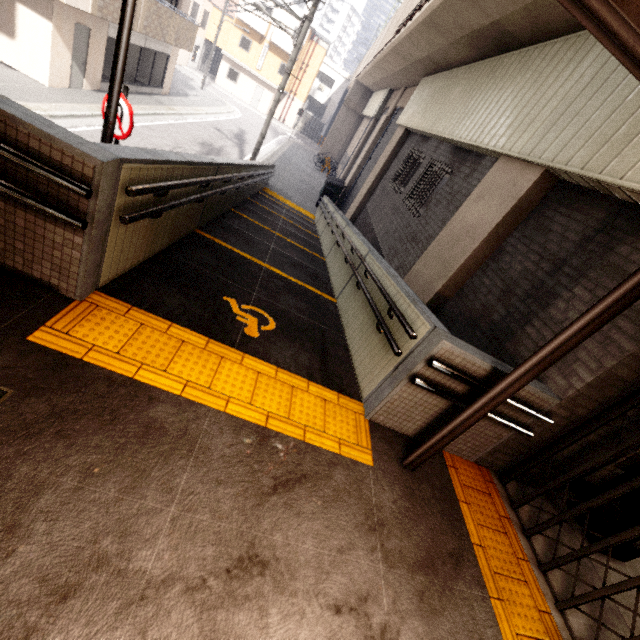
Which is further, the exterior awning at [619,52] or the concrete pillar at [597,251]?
the concrete pillar at [597,251]

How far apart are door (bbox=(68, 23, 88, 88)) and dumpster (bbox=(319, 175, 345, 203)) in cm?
1107

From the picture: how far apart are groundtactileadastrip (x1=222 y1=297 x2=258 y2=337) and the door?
14.18m

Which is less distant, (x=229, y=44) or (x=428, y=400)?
(x=428, y=400)

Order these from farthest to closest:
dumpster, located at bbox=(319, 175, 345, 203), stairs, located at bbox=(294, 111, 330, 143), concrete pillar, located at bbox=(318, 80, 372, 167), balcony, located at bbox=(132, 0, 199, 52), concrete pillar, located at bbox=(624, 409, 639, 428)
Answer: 1. stairs, located at bbox=(294, 111, 330, 143)
2. concrete pillar, located at bbox=(318, 80, 372, 167)
3. dumpster, located at bbox=(319, 175, 345, 203)
4. balcony, located at bbox=(132, 0, 199, 52)
5. concrete pillar, located at bbox=(624, 409, 639, 428)

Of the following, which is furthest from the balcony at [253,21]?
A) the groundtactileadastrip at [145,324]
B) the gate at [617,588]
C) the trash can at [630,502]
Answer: the trash can at [630,502]

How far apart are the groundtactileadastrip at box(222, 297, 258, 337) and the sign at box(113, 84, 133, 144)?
3.6m

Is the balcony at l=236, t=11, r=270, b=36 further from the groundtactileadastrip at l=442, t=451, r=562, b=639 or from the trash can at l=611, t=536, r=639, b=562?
the trash can at l=611, t=536, r=639, b=562
